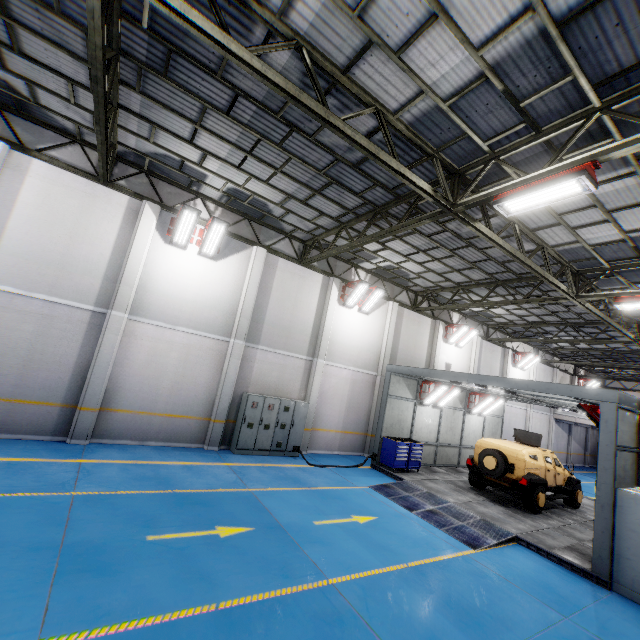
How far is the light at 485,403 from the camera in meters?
16.8 m

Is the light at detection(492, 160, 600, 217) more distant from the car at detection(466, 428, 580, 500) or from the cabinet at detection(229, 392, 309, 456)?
the cabinet at detection(229, 392, 309, 456)

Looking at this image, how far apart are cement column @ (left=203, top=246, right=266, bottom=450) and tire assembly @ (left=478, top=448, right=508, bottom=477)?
9.73m

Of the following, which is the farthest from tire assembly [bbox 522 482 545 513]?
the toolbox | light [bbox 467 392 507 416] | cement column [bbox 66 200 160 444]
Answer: cement column [bbox 66 200 160 444]

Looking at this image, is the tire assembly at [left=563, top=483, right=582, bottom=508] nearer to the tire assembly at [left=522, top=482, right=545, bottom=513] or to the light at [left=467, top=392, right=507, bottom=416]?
the tire assembly at [left=522, top=482, right=545, bottom=513]

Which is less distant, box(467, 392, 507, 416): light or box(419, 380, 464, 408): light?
box(419, 380, 464, 408): light

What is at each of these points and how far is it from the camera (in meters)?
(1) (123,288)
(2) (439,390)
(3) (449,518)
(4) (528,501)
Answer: (1) cement column, 10.39
(2) light, 14.79
(3) metal ramp, 9.47
(4) tire assembly, 11.20

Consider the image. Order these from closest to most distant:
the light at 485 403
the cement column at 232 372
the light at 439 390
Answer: the cement column at 232 372, the light at 439 390, the light at 485 403
